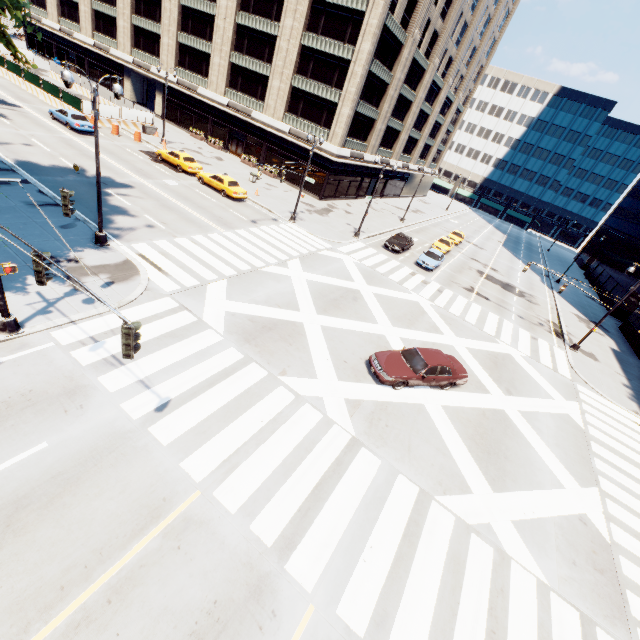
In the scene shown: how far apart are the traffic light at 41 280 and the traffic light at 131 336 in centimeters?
330cm

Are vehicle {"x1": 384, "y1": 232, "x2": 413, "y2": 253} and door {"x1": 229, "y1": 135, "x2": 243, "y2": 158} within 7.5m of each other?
no

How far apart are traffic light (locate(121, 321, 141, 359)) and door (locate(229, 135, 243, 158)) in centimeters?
4363cm

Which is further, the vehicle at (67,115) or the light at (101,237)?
the vehicle at (67,115)

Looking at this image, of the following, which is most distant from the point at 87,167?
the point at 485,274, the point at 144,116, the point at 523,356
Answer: the point at 485,274

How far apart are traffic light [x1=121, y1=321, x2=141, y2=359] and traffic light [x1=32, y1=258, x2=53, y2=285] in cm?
330

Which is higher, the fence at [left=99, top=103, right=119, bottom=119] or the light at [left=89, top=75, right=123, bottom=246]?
the fence at [left=99, top=103, right=119, bottom=119]

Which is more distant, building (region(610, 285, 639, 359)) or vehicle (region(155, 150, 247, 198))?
building (region(610, 285, 639, 359))
